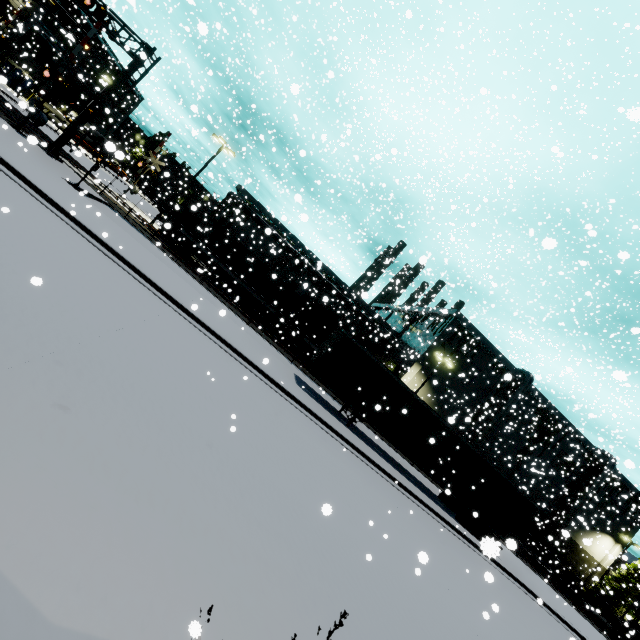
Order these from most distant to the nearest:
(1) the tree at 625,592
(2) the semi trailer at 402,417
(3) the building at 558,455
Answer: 1. (3) the building at 558,455
2. (1) the tree at 625,592
3. (2) the semi trailer at 402,417

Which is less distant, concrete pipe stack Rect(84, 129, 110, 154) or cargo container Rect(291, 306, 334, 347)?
cargo container Rect(291, 306, 334, 347)

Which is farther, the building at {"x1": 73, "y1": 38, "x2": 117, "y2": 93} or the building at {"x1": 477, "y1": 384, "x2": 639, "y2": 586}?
the building at {"x1": 73, "y1": 38, "x2": 117, "y2": 93}

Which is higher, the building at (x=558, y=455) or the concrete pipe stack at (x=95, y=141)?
the building at (x=558, y=455)

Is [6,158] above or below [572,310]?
below

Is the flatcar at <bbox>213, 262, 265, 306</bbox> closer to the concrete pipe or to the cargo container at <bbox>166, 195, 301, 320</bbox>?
the cargo container at <bbox>166, 195, 301, 320</bbox>

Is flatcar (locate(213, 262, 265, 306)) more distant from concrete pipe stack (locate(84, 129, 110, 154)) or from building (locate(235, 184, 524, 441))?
concrete pipe stack (locate(84, 129, 110, 154))
